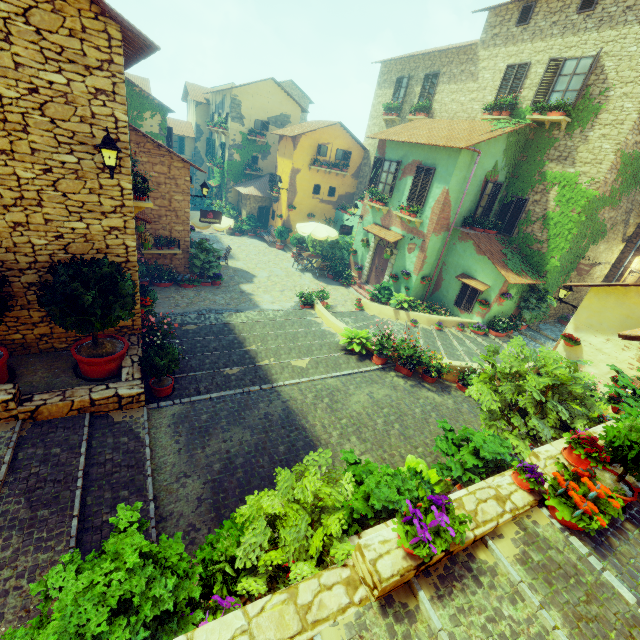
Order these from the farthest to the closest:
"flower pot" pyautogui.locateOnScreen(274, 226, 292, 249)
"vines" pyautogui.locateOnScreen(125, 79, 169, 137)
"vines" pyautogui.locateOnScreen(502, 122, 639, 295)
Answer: "flower pot" pyautogui.locateOnScreen(274, 226, 292, 249)
"vines" pyautogui.locateOnScreen(125, 79, 169, 137)
"vines" pyautogui.locateOnScreen(502, 122, 639, 295)

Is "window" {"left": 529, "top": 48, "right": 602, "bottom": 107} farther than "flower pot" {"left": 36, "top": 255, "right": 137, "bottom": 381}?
Yes

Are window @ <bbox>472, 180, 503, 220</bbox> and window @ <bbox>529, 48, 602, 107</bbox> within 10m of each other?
yes

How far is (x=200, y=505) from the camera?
5.4 meters

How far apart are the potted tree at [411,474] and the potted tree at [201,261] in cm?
1181

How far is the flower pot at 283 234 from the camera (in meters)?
22.66

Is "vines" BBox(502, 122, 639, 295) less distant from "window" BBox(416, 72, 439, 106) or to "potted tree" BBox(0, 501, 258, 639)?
"window" BBox(416, 72, 439, 106)

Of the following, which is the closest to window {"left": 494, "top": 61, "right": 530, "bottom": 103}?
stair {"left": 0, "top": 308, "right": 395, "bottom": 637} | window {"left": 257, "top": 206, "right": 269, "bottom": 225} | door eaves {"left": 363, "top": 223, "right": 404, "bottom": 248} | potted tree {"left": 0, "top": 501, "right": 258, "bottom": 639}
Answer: door eaves {"left": 363, "top": 223, "right": 404, "bottom": 248}
